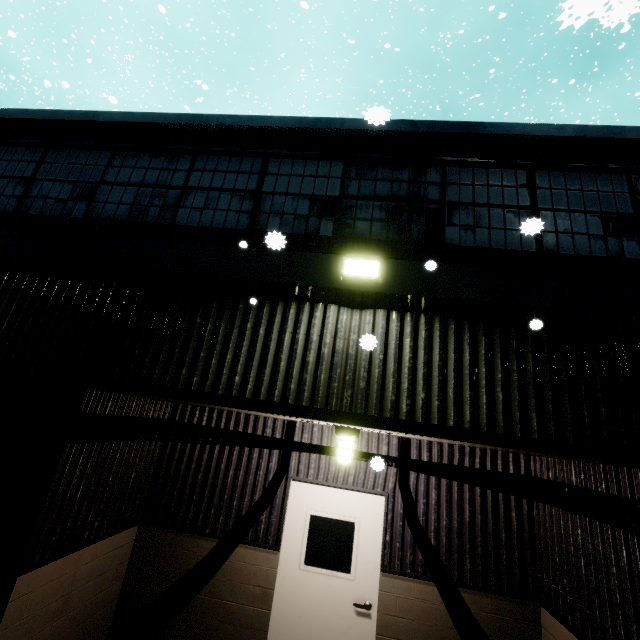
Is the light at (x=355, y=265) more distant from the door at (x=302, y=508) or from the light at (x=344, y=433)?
the door at (x=302, y=508)

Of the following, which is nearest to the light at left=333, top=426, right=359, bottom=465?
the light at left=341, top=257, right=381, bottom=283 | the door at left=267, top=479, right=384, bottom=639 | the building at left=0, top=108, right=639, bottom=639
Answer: the building at left=0, top=108, right=639, bottom=639

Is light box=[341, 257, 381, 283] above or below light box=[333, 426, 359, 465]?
above

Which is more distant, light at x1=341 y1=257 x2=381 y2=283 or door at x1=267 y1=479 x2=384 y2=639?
door at x1=267 y1=479 x2=384 y2=639

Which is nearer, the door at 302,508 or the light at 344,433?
the light at 344,433

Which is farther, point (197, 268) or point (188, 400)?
point (197, 268)

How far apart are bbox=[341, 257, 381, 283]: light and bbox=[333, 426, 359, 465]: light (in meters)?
Answer: 1.83
